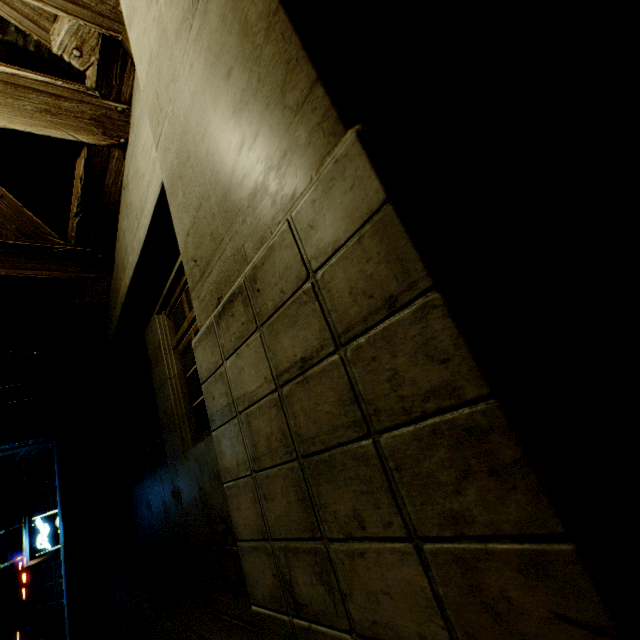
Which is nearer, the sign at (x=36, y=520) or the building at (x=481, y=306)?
the building at (x=481, y=306)

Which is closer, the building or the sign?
the building

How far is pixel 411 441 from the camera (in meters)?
0.63
